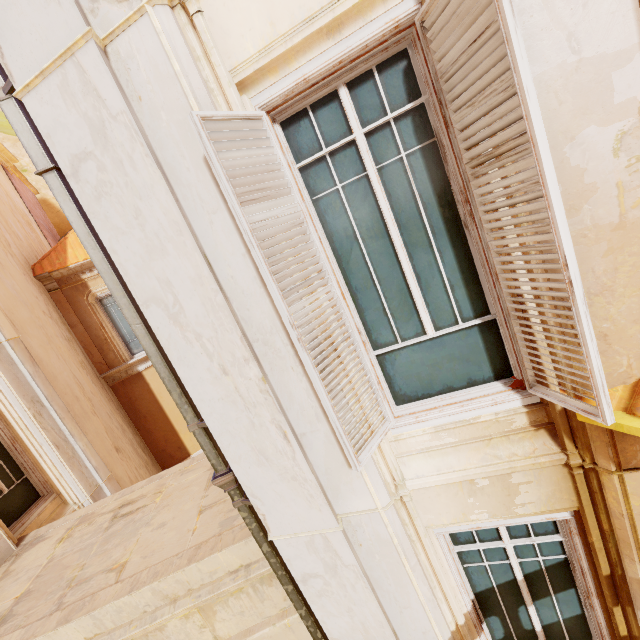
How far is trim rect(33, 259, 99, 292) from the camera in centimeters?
1084cm

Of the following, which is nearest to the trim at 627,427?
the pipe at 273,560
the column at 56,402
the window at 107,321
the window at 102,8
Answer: the pipe at 273,560

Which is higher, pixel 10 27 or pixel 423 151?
pixel 10 27

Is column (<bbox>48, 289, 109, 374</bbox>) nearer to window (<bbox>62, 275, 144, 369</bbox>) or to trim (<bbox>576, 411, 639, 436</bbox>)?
window (<bbox>62, 275, 144, 369</bbox>)

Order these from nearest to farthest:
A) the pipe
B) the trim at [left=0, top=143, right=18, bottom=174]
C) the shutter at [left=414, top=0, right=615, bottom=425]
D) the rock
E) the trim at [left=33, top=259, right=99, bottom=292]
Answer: the shutter at [left=414, top=0, right=615, bottom=425] → the pipe → the trim at [left=33, top=259, right=99, bottom=292] → the trim at [left=0, top=143, right=18, bottom=174] → the rock

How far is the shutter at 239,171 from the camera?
1.9 meters

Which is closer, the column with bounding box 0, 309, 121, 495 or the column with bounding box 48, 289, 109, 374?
the column with bounding box 0, 309, 121, 495

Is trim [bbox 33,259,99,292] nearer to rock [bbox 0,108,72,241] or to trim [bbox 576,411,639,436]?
rock [bbox 0,108,72,241]
